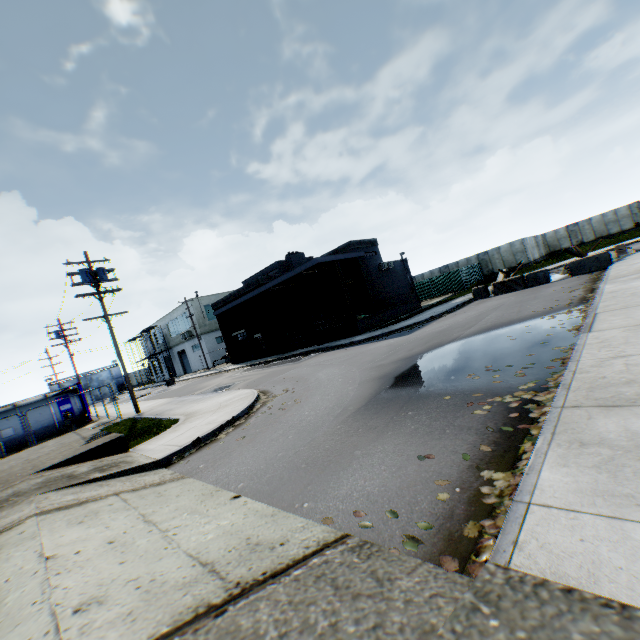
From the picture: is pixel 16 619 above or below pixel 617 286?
above

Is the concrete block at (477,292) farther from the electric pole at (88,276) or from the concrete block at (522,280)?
the electric pole at (88,276)

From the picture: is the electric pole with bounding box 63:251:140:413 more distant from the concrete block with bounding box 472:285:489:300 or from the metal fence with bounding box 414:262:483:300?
the concrete block with bounding box 472:285:489:300

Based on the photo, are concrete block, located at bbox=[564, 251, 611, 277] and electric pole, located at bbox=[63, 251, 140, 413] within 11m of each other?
no

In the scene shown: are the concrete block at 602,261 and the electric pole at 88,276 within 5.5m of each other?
no

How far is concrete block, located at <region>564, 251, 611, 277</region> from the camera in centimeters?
1688cm

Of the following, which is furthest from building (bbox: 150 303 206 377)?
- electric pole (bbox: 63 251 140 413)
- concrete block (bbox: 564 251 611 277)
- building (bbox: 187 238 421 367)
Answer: concrete block (bbox: 564 251 611 277)

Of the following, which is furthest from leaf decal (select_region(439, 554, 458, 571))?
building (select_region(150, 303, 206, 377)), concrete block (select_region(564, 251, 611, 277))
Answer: building (select_region(150, 303, 206, 377))
